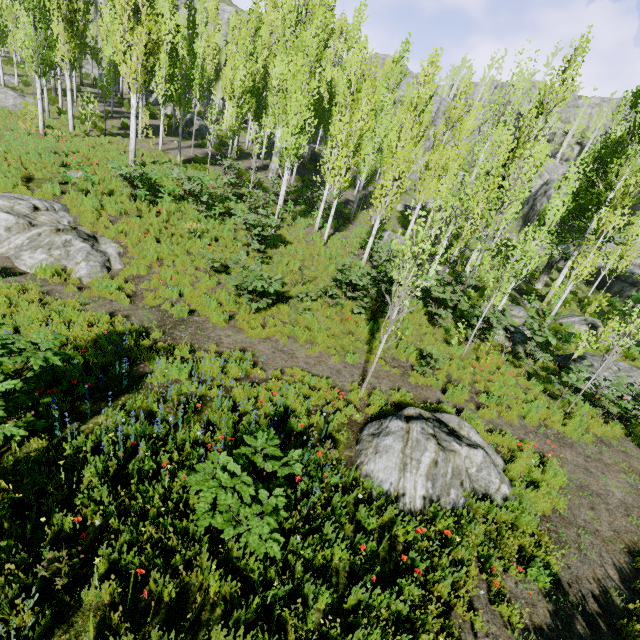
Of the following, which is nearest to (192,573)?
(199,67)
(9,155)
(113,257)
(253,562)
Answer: (253,562)

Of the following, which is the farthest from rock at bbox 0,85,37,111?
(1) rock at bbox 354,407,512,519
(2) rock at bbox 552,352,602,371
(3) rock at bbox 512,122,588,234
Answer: (3) rock at bbox 512,122,588,234

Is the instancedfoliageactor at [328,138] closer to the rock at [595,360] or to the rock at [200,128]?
the rock at [200,128]

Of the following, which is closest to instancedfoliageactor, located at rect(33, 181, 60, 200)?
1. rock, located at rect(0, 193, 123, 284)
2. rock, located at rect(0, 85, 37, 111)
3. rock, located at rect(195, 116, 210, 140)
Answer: rock, located at rect(195, 116, 210, 140)

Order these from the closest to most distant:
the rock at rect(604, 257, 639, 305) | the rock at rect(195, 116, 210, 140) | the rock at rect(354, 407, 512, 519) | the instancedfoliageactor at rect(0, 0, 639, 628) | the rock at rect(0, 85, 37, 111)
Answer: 1. the rock at rect(354, 407, 512, 519)
2. the instancedfoliageactor at rect(0, 0, 639, 628)
3. the rock at rect(0, 85, 37, 111)
4. the rock at rect(604, 257, 639, 305)
5. the rock at rect(195, 116, 210, 140)

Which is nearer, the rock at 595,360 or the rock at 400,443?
the rock at 400,443

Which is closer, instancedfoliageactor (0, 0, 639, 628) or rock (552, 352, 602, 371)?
instancedfoliageactor (0, 0, 639, 628)

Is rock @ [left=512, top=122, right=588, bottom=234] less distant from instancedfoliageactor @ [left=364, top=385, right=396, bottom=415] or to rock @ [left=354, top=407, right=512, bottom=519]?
instancedfoliageactor @ [left=364, top=385, right=396, bottom=415]
